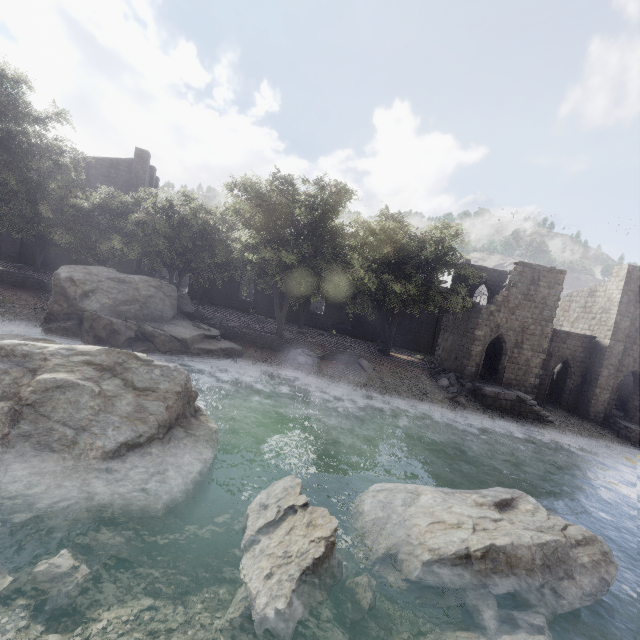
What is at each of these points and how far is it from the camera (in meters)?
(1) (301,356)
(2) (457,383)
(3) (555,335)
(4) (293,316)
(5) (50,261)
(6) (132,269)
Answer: (1) rubble, 21.41
(2) rubble, 24.73
(3) building, 26.38
(4) building, 37.28
(5) building, 31.45
(6) building, 33.84

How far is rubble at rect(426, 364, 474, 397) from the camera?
23.95m

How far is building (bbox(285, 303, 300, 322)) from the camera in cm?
3712

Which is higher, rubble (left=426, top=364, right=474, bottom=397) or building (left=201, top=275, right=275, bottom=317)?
building (left=201, top=275, right=275, bottom=317)

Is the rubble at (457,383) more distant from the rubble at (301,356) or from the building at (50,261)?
the rubble at (301,356)

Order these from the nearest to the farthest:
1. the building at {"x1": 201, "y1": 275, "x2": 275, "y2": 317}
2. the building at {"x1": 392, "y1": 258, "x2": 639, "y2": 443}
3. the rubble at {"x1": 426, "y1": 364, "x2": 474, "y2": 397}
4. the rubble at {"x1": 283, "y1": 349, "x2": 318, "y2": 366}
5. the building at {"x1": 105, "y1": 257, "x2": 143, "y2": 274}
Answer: the rubble at {"x1": 283, "y1": 349, "x2": 318, "y2": 366} → the rubble at {"x1": 426, "y1": 364, "x2": 474, "y2": 397} → the building at {"x1": 392, "y1": 258, "x2": 639, "y2": 443} → the building at {"x1": 105, "y1": 257, "x2": 143, "y2": 274} → the building at {"x1": 201, "y1": 275, "x2": 275, "y2": 317}

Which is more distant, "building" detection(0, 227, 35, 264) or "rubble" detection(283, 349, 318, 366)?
"building" detection(0, 227, 35, 264)
